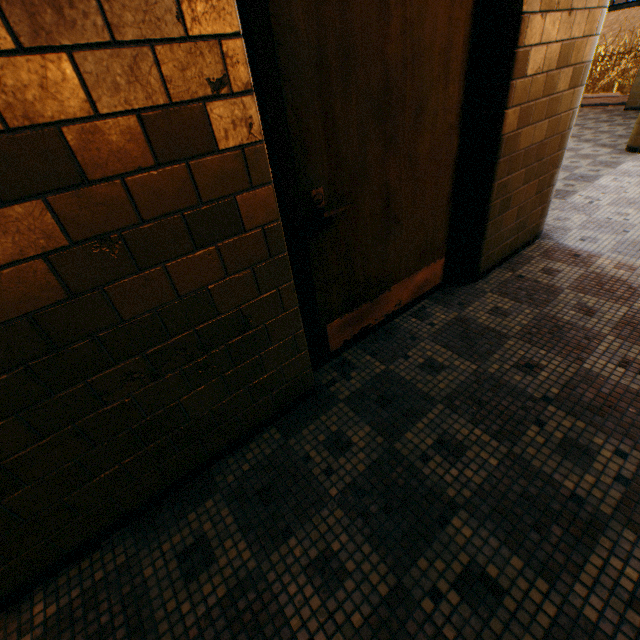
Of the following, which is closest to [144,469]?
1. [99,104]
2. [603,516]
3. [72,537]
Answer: [72,537]
